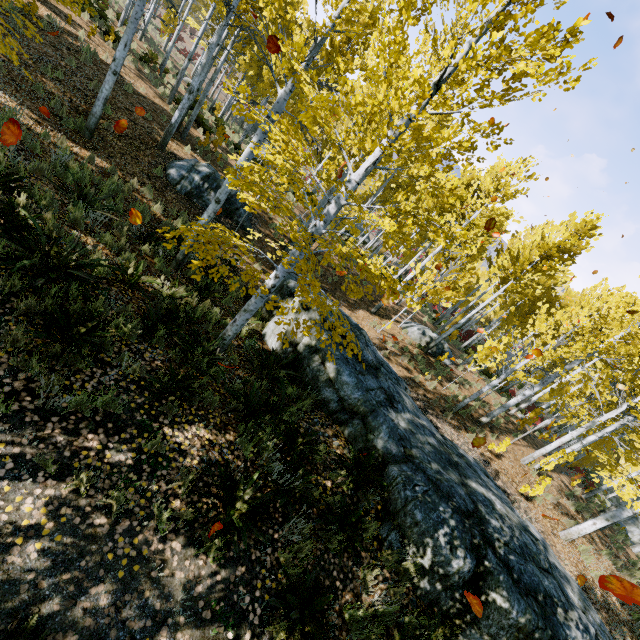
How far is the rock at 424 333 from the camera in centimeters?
1780cm

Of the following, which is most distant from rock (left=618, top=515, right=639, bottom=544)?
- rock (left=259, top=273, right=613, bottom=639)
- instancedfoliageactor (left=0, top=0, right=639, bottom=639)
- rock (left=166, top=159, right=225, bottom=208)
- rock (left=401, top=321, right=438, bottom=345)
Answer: rock (left=166, top=159, right=225, bottom=208)

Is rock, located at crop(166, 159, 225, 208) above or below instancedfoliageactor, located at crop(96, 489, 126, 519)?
below

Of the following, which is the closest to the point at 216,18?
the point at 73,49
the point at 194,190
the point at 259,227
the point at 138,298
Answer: the point at 73,49

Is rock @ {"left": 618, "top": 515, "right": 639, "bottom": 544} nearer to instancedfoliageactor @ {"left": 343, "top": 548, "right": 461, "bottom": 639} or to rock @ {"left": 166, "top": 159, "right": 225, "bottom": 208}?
instancedfoliageactor @ {"left": 343, "top": 548, "right": 461, "bottom": 639}

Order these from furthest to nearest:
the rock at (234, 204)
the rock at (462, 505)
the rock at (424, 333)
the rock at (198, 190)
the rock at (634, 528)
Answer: the rock at (634, 528)
the rock at (424, 333)
the rock at (234, 204)
the rock at (198, 190)
the rock at (462, 505)

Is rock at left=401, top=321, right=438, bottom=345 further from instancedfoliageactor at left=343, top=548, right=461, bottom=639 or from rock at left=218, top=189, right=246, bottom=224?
rock at left=218, top=189, right=246, bottom=224

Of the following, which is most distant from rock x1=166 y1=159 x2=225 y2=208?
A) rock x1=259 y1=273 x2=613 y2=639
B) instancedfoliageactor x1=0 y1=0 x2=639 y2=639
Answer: rock x1=259 y1=273 x2=613 y2=639
